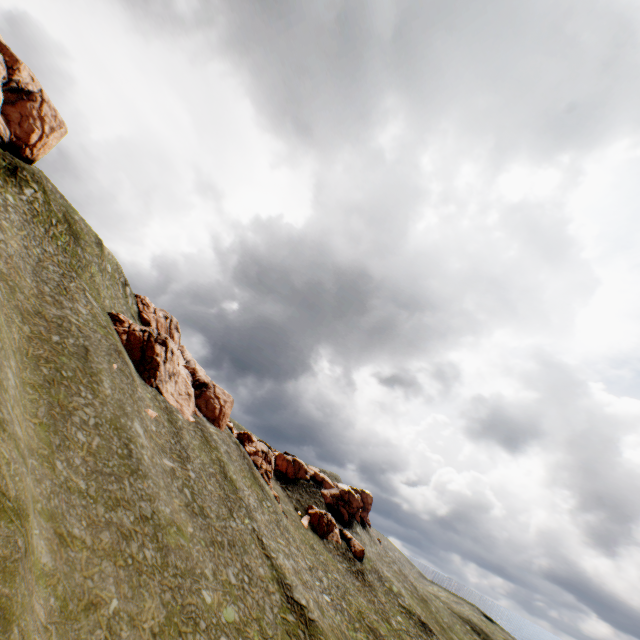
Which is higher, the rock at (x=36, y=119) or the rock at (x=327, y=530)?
the rock at (x=36, y=119)

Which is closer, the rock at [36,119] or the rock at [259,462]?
the rock at [36,119]

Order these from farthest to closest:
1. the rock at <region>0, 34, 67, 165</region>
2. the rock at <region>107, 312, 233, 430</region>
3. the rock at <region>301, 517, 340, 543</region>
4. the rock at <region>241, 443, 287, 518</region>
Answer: the rock at <region>301, 517, 340, 543</region> < the rock at <region>241, 443, 287, 518</region> < the rock at <region>107, 312, 233, 430</region> < the rock at <region>0, 34, 67, 165</region>

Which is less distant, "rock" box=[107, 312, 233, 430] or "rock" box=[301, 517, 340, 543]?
"rock" box=[107, 312, 233, 430]

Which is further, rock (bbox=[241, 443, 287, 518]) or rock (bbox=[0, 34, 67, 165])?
rock (bbox=[241, 443, 287, 518])

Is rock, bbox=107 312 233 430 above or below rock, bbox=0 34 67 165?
below

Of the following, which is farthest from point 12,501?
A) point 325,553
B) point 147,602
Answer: point 325,553

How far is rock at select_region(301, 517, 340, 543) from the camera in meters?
58.1 m
